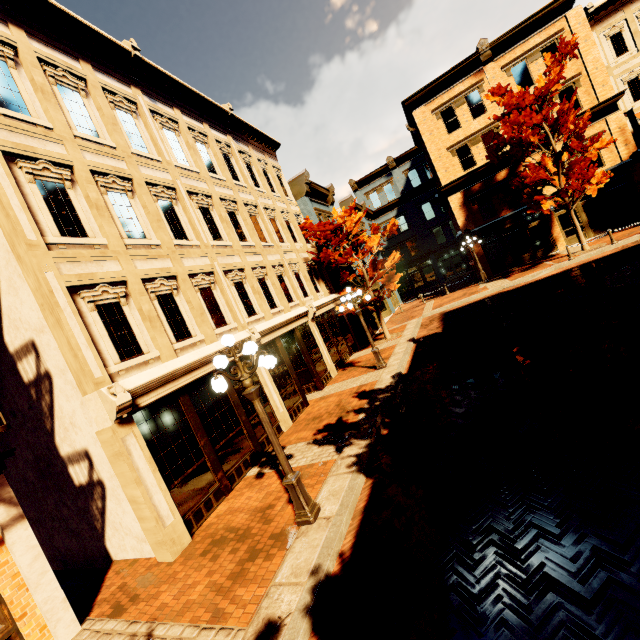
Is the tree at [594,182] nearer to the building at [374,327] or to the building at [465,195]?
the building at [465,195]

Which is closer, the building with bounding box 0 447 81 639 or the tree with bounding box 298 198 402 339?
the building with bounding box 0 447 81 639

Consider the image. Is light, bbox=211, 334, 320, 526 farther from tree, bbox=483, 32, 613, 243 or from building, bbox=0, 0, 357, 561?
tree, bbox=483, 32, 613, 243

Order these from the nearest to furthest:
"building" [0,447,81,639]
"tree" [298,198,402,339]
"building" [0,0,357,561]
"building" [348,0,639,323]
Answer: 1. "building" [0,447,81,639]
2. "building" [0,0,357,561]
3. "tree" [298,198,402,339]
4. "building" [348,0,639,323]

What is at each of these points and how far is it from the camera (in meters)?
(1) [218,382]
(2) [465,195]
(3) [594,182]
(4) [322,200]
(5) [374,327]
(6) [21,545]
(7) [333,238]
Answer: (1) light, 5.12
(2) building, 24.53
(3) tree, 17.67
(4) building, 23.59
(5) building, 23.16
(6) building, 5.39
(7) tree, 18.33

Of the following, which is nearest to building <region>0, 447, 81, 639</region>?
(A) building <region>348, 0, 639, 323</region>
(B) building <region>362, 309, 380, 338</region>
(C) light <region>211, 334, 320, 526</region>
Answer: (C) light <region>211, 334, 320, 526</region>

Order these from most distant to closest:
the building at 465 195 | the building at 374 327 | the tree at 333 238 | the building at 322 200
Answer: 1. the building at 374 327
2. the building at 465 195
3. the tree at 333 238
4. the building at 322 200

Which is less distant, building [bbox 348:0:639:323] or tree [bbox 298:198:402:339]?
tree [bbox 298:198:402:339]
